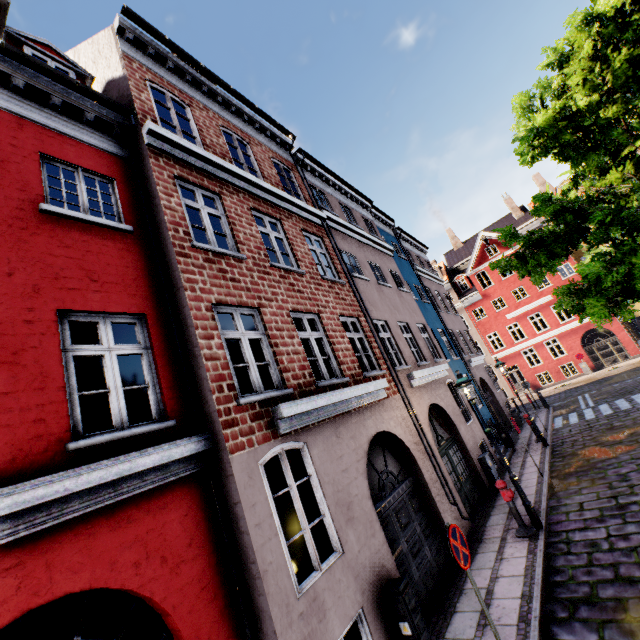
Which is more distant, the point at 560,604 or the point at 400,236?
the point at 400,236

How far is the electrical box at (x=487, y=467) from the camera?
10.91m

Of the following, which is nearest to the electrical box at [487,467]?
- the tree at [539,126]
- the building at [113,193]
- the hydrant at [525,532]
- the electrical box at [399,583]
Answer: the building at [113,193]

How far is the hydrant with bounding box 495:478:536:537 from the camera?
7.47m

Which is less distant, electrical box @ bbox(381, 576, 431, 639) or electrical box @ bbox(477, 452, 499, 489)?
electrical box @ bbox(381, 576, 431, 639)

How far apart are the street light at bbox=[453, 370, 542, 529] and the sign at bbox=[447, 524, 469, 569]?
4.03m

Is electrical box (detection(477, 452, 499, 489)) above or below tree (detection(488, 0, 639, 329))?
below

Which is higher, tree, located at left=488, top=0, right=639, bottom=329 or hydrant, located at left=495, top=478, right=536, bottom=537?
tree, located at left=488, top=0, right=639, bottom=329
